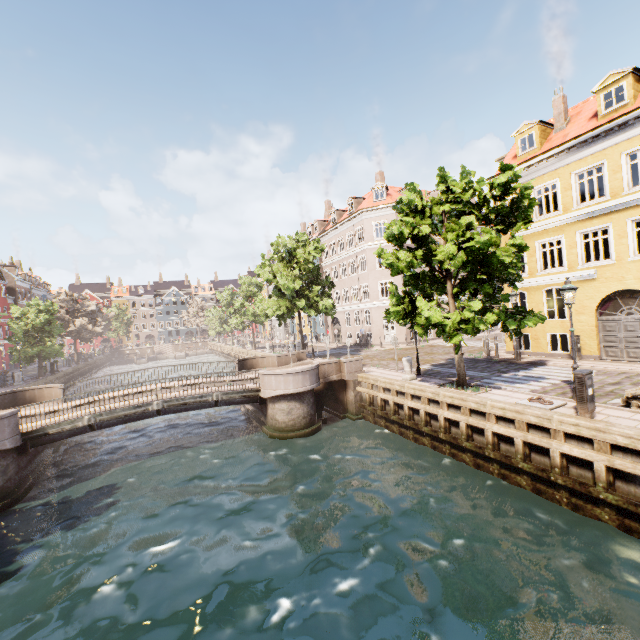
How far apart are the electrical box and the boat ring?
0.78m

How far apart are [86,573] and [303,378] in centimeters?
981cm

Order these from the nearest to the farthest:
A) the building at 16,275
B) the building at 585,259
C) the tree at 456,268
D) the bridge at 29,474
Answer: the tree at 456,268 < the bridge at 29,474 < the building at 585,259 < the building at 16,275

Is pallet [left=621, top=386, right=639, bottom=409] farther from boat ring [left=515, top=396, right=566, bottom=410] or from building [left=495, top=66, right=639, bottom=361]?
building [left=495, top=66, right=639, bottom=361]

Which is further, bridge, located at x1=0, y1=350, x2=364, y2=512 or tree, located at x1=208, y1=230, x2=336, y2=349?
tree, located at x1=208, y1=230, x2=336, y2=349

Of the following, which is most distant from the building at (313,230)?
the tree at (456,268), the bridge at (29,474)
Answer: the bridge at (29,474)

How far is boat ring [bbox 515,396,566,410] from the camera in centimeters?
957cm

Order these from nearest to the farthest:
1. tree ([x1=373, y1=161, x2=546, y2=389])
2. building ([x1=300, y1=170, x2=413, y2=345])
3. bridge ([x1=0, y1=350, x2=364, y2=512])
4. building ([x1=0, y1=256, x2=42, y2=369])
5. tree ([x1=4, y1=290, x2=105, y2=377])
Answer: tree ([x1=373, y1=161, x2=546, y2=389]) < bridge ([x1=0, y1=350, x2=364, y2=512]) < tree ([x1=4, y1=290, x2=105, y2=377]) < building ([x1=300, y1=170, x2=413, y2=345]) < building ([x1=0, y1=256, x2=42, y2=369])
